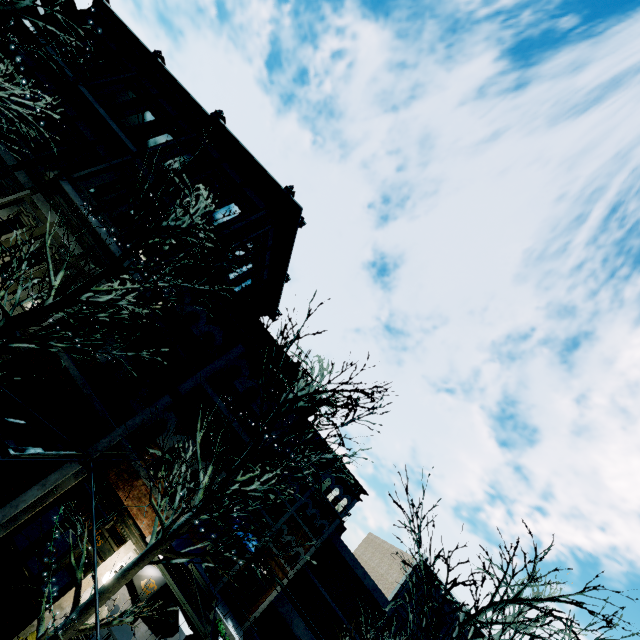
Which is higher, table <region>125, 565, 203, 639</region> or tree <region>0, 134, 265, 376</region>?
tree <region>0, 134, 265, 376</region>

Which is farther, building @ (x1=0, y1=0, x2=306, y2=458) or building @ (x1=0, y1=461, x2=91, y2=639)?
building @ (x1=0, y1=0, x2=306, y2=458)

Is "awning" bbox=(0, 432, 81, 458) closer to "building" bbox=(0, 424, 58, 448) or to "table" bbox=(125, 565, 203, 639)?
"building" bbox=(0, 424, 58, 448)

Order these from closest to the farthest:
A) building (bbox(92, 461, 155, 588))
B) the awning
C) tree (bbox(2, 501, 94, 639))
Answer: tree (bbox(2, 501, 94, 639))
the awning
building (bbox(92, 461, 155, 588))

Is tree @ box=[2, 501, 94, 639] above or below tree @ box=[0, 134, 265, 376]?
below

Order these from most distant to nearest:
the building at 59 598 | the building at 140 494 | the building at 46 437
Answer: the building at 46 437 < the building at 140 494 < the building at 59 598

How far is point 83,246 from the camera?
11.2m

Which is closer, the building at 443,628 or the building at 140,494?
the building at 140,494
